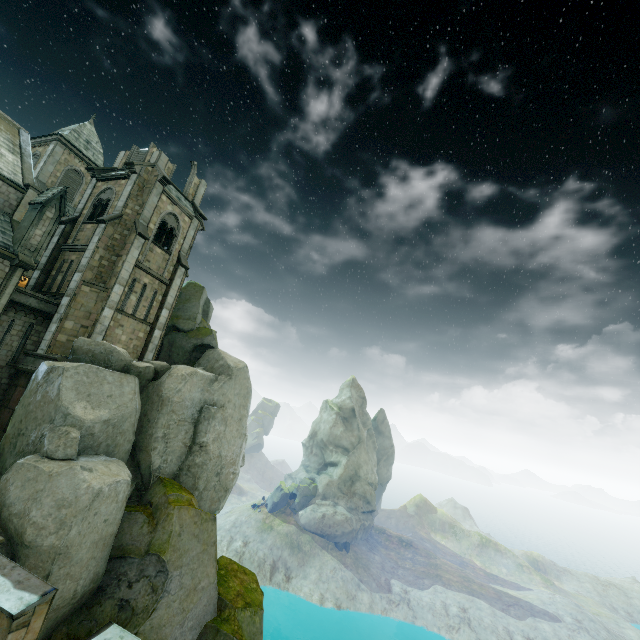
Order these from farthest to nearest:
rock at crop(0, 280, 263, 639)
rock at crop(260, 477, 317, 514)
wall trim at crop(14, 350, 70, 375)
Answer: rock at crop(260, 477, 317, 514), wall trim at crop(14, 350, 70, 375), rock at crop(0, 280, 263, 639)

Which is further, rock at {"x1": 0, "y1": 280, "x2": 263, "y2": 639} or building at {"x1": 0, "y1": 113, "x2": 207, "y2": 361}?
building at {"x1": 0, "y1": 113, "x2": 207, "y2": 361}

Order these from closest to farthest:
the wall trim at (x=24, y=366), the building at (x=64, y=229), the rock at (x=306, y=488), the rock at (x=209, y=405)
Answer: the rock at (x=209, y=405) < the wall trim at (x=24, y=366) < the building at (x=64, y=229) < the rock at (x=306, y=488)

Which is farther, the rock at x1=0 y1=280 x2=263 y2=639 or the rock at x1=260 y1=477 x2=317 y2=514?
the rock at x1=260 y1=477 x2=317 y2=514

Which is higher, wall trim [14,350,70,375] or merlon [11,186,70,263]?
merlon [11,186,70,263]

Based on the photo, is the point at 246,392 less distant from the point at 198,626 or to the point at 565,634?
the point at 198,626

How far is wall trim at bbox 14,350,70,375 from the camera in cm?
1772

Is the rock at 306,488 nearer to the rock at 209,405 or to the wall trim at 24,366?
the rock at 209,405
